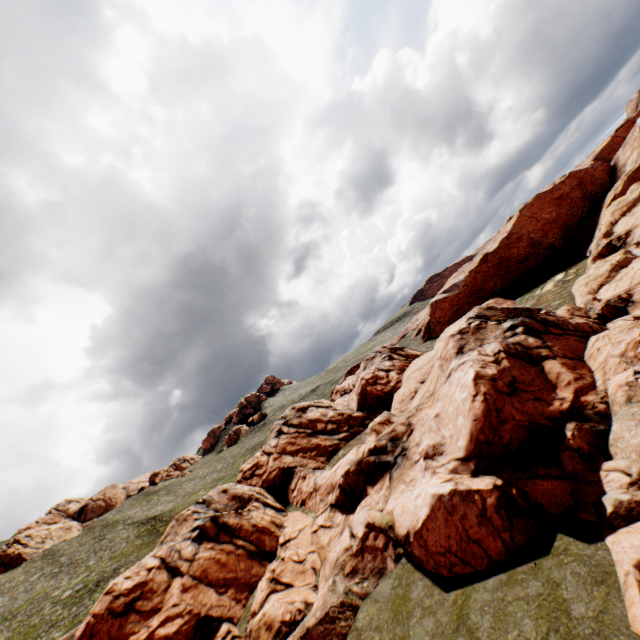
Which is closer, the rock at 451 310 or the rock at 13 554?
the rock at 451 310

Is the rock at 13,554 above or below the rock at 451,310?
above

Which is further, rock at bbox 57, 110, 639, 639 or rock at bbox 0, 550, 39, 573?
rock at bbox 0, 550, 39, 573

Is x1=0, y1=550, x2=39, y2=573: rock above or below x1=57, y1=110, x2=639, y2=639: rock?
above

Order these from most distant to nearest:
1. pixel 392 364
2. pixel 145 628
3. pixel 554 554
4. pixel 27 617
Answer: pixel 392 364, pixel 27 617, pixel 145 628, pixel 554 554
